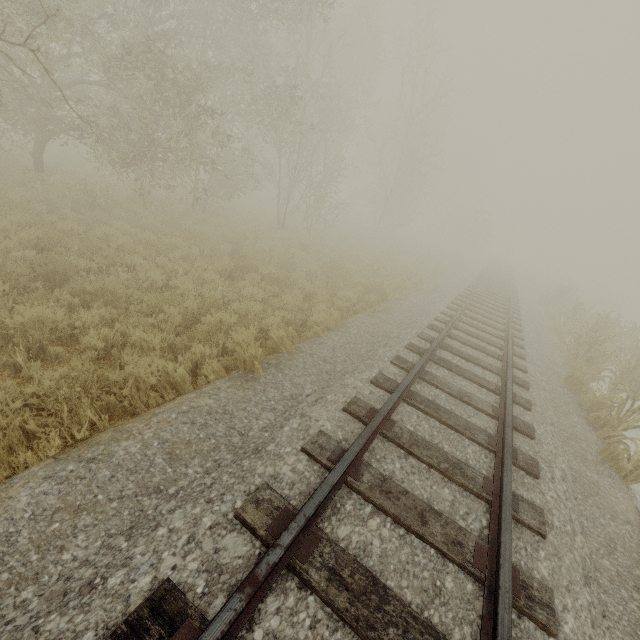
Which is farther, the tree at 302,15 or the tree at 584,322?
the tree at 302,15

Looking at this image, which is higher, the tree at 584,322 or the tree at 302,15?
the tree at 302,15

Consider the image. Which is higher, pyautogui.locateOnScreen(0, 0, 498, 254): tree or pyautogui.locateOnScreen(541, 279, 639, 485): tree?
pyautogui.locateOnScreen(0, 0, 498, 254): tree

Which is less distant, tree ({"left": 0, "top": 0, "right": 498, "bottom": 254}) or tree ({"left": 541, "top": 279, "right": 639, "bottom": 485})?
tree ({"left": 541, "top": 279, "right": 639, "bottom": 485})

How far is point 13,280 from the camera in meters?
5.2
